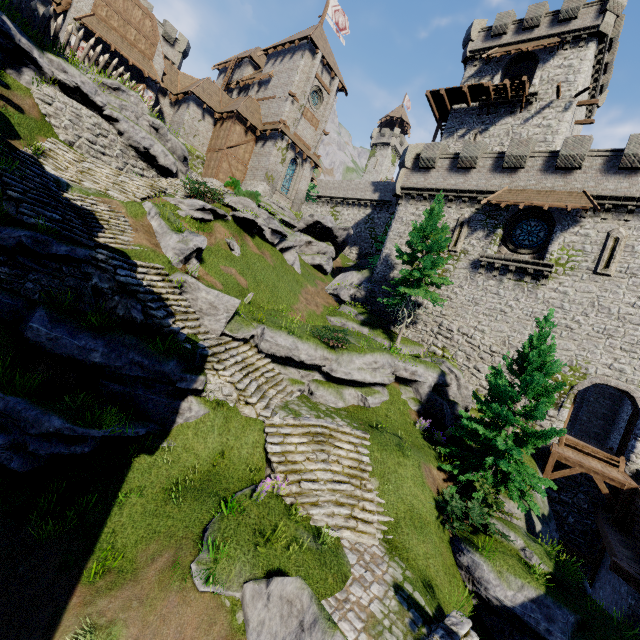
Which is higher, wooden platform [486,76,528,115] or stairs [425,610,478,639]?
wooden platform [486,76,528,115]

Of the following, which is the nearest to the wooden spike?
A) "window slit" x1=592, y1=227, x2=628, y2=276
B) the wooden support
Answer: "window slit" x1=592, y1=227, x2=628, y2=276

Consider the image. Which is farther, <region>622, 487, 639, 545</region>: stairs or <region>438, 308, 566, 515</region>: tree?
<region>622, 487, 639, 545</region>: stairs

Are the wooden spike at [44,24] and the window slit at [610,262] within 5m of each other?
no

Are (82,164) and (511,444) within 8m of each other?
no

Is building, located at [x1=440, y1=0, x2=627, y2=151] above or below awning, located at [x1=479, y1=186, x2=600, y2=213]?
above

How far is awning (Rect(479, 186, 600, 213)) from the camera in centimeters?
1847cm

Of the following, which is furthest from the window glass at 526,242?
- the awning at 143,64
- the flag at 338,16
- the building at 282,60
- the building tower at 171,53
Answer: the building tower at 171,53
